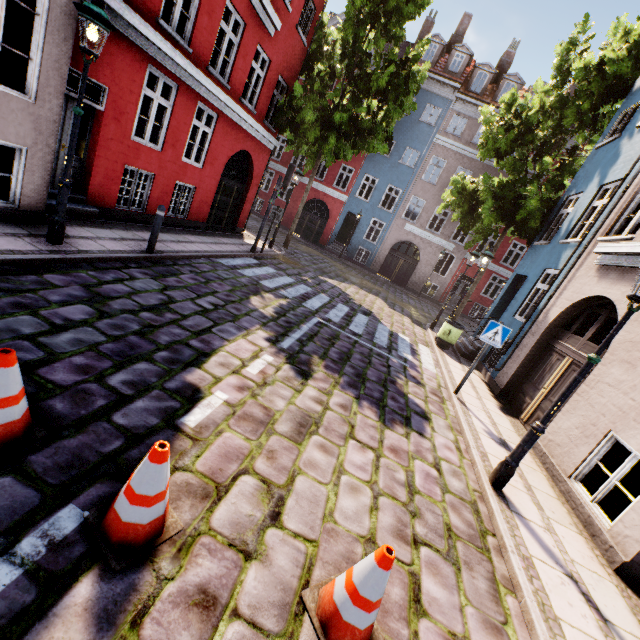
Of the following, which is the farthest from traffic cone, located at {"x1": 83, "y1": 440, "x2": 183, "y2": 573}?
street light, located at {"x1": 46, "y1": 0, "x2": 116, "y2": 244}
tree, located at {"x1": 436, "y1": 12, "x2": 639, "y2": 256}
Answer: tree, located at {"x1": 436, "y1": 12, "x2": 639, "y2": 256}

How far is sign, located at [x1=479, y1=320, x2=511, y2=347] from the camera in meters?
7.0

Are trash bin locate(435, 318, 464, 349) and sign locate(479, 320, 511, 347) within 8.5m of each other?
yes

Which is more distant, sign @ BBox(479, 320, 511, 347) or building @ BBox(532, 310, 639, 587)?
sign @ BBox(479, 320, 511, 347)

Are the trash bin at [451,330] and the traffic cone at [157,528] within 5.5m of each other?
no

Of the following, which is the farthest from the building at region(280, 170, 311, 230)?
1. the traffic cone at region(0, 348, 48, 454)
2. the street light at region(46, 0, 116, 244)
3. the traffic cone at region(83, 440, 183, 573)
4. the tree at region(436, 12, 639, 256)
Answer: the traffic cone at region(83, 440, 183, 573)

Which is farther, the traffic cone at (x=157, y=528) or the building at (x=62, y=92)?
the building at (x=62, y=92)

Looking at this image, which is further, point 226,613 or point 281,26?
point 281,26
